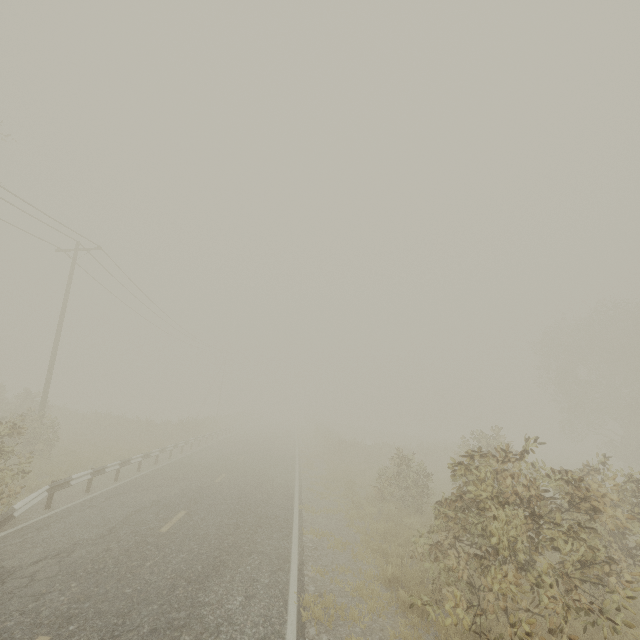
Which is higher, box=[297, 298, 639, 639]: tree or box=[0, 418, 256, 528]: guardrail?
box=[297, 298, 639, 639]: tree

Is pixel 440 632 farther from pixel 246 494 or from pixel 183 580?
pixel 246 494

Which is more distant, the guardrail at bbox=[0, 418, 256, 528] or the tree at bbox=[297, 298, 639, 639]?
the guardrail at bbox=[0, 418, 256, 528]

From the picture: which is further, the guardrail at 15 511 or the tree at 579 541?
the guardrail at 15 511

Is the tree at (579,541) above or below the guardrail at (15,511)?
above
